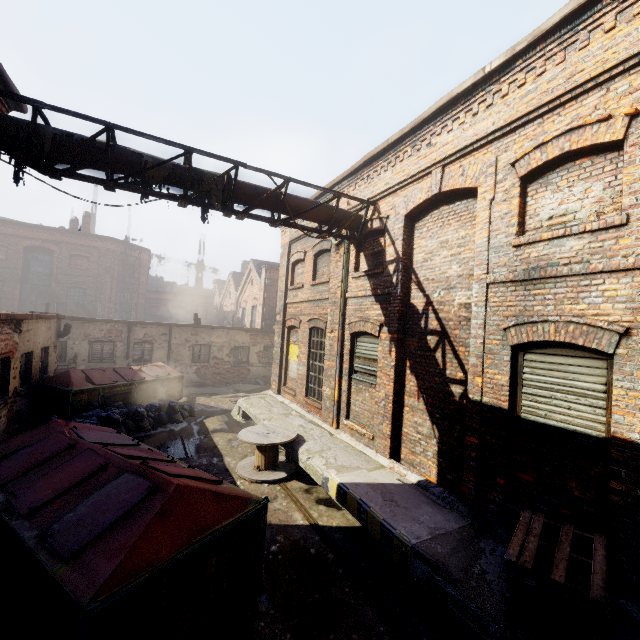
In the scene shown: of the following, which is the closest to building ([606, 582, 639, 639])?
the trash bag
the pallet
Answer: the pallet

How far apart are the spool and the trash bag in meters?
3.9 m

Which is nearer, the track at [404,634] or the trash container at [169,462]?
the trash container at [169,462]

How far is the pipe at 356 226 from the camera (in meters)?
8.52

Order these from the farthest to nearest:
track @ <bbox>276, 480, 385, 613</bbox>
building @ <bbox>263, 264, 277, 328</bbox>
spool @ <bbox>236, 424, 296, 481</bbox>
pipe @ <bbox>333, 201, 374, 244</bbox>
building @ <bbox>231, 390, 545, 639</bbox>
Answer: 1. building @ <bbox>263, 264, 277, 328</bbox>
2. pipe @ <bbox>333, 201, 374, 244</bbox>
3. spool @ <bbox>236, 424, 296, 481</bbox>
4. track @ <bbox>276, 480, 385, 613</bbox>
5. building @ <bbox>231, 390, 545, 639</bbox>

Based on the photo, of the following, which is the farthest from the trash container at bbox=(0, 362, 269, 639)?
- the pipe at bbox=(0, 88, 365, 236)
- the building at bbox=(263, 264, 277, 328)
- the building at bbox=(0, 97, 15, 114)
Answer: the building at bbox=(263, 264, 277, 328)

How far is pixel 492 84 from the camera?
5.53m

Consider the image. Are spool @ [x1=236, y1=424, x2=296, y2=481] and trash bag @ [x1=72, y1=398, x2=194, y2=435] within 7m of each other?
yes
